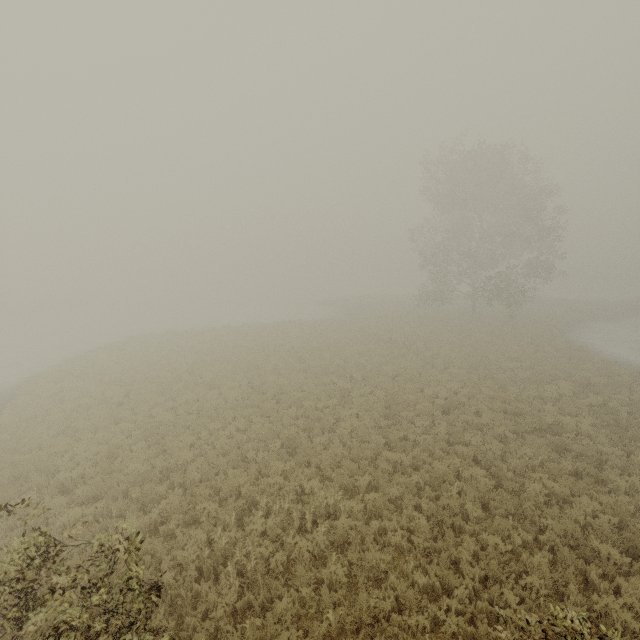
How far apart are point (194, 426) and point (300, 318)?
26.1m

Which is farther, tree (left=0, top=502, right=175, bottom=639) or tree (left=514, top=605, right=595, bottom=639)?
tree (left=0, top=502, right=175, bottom=639)

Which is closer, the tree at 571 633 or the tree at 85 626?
the tree at 571 633
